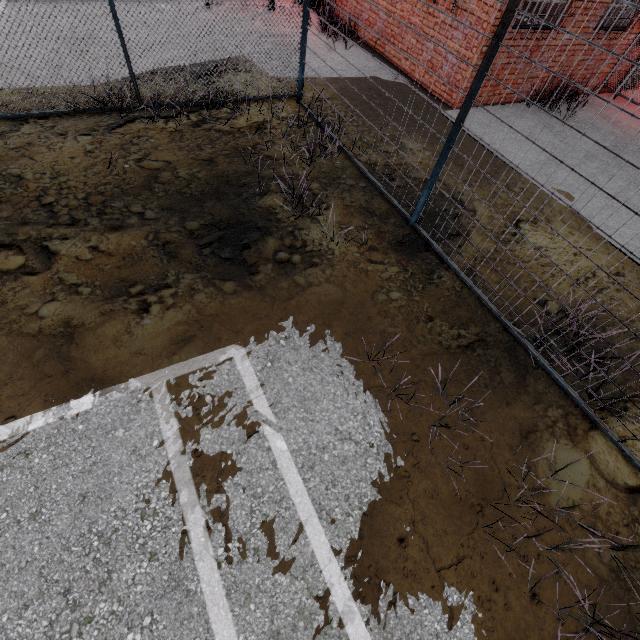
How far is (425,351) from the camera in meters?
3.6
